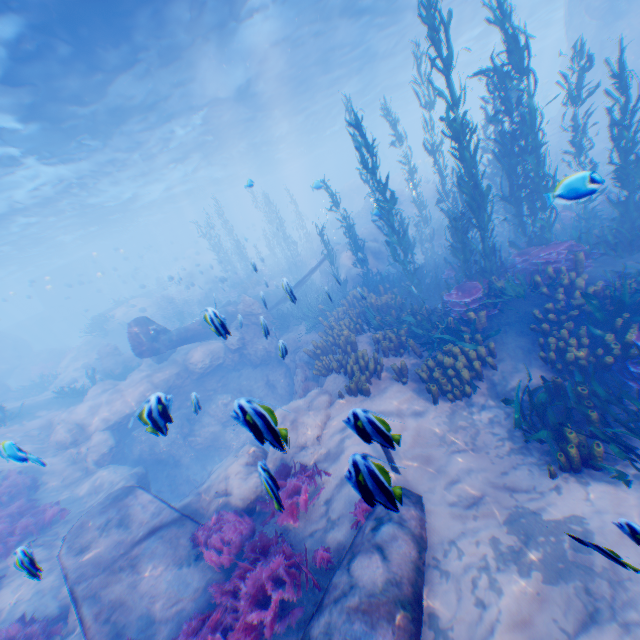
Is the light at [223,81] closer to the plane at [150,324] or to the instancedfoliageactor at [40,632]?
the instancedfoliageactor at [40,632]

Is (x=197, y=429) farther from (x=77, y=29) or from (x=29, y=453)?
(x=77, y=29)

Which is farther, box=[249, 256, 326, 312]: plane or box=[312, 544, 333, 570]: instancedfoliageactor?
box=[249, 256, 326, 312]: plane

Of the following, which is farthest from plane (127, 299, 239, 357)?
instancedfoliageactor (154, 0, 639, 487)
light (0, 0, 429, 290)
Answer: light (0, 0, 429, 290)

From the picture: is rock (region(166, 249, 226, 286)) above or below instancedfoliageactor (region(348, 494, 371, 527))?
above

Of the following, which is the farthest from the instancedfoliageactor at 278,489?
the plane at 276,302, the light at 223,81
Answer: the light at 223,81

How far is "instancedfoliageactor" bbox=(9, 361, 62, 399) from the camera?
23.0 meters
